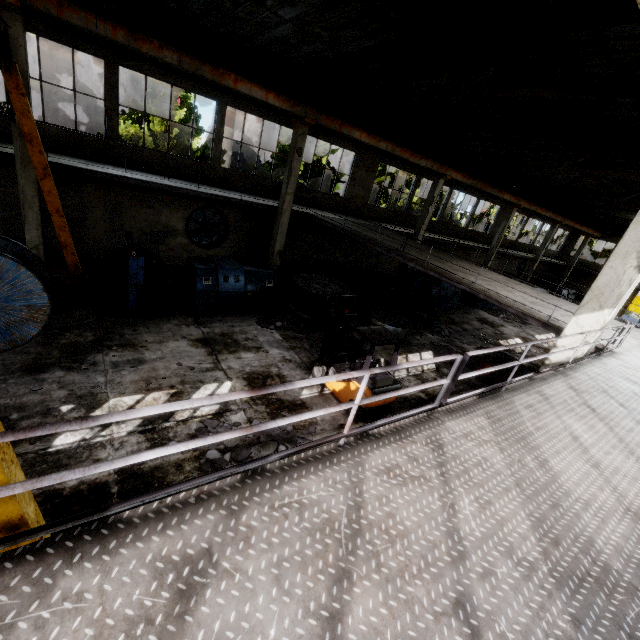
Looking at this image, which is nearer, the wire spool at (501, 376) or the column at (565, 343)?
the column at (565, 343)

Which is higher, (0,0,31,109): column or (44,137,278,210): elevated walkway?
(0,0,31,109): column

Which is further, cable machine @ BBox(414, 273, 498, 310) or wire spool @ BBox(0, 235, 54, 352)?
cable machine @ BBox(414, 273, 498, 310)

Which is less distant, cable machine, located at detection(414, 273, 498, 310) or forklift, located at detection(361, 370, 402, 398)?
forklift, located at detection(361, 370, 402, 398)

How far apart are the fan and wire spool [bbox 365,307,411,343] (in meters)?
8.37

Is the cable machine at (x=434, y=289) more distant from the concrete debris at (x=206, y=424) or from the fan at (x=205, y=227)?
the concrete debris at (x=206, y=424)

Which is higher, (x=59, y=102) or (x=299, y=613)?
(x=59, y=102)

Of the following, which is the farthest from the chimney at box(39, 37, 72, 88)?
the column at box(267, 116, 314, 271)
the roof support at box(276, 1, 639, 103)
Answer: the column at box(267, 116, 314, 271)
